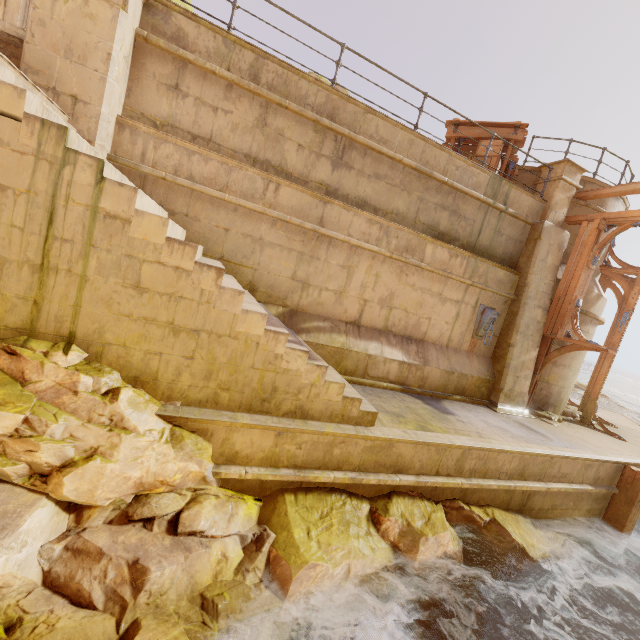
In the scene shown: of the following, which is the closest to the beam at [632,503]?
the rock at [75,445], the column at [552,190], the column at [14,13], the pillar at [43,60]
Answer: the rock at [75,445]

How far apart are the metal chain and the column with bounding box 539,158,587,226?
2.7 meters

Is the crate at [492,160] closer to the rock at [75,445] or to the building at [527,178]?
the building at [527,178]

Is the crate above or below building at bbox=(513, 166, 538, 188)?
below

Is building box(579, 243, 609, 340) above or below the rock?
above

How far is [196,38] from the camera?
5.7 meters

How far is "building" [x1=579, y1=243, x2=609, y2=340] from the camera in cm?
950

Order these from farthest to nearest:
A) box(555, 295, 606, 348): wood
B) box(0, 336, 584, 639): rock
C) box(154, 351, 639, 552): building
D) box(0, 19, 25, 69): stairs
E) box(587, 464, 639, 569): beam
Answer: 1. box(555, 295, 606, 348): wood
2. box(587, 464, 639, 569): beam
3. box(0, 19, 25, 69): stairs
4. box(154, 351, 639, 552): building
5. box(0, 336, 584, 639): rock
